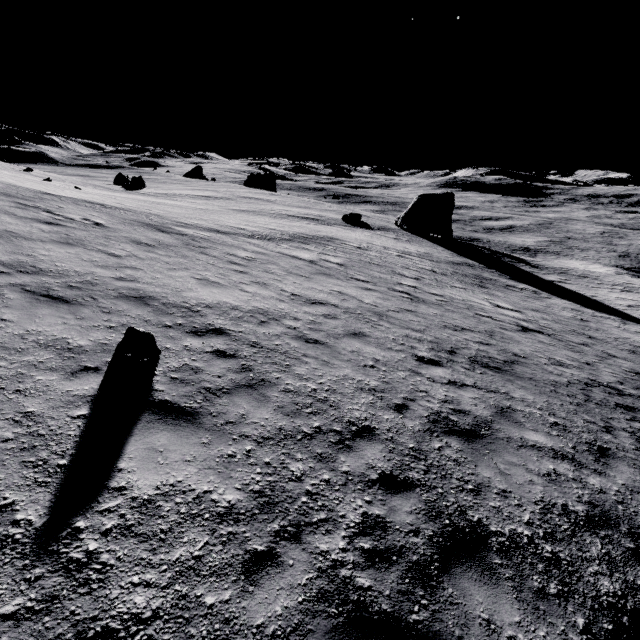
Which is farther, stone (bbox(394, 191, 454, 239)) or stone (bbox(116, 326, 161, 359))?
stone (bbox(394, 191, 454, 239))

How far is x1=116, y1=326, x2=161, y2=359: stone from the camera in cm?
565

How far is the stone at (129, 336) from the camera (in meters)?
5.65

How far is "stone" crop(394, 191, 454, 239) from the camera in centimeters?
4381cm

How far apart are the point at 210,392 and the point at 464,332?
9.79m

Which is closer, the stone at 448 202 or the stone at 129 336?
the stone at 129 336
